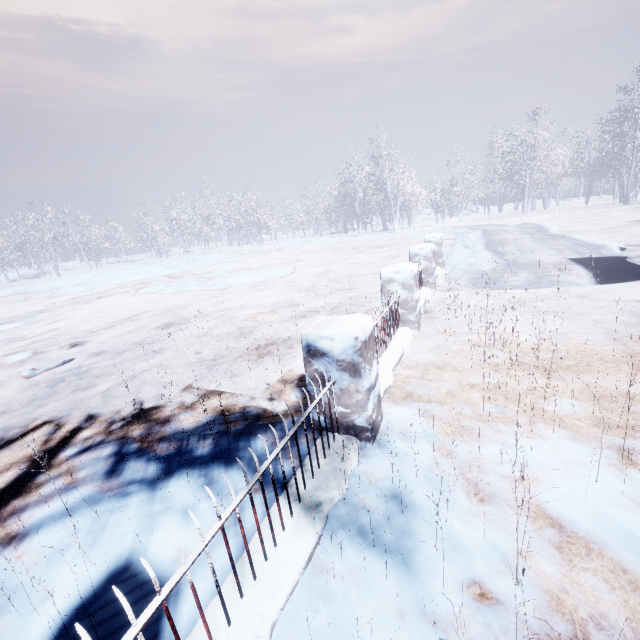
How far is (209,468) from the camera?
2.4 meters
